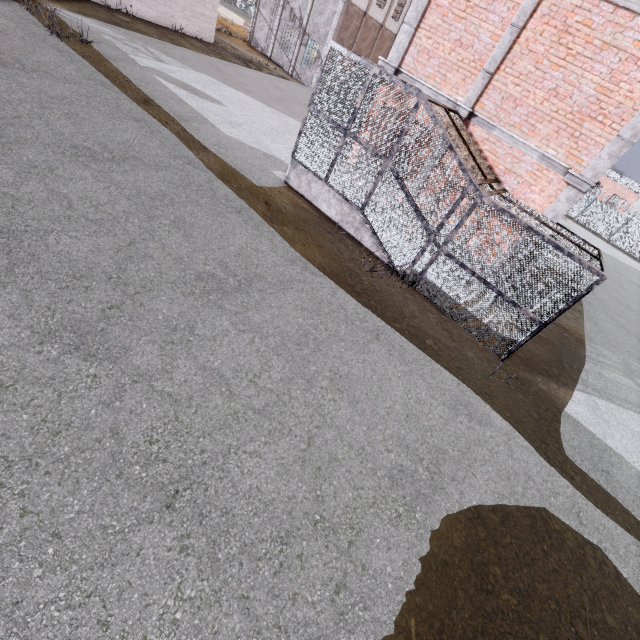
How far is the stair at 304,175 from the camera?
9.43m

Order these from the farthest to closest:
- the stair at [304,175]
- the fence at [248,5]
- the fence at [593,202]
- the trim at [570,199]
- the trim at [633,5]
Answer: the fence at [593,202], the fence at [248,5], the stair at [304,175], the trim at [570,199], the trim at [633,5]

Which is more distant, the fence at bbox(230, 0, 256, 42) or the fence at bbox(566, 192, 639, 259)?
the fence at bbox(566, 192, 639, 259)

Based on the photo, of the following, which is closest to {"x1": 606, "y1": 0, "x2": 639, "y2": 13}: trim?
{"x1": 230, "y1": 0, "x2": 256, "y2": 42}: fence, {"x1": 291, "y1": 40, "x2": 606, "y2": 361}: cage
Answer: {"x1": 291, "y1": 40, "x2": 606, "y2": 361}: cage

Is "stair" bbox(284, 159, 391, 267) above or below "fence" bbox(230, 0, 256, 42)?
below

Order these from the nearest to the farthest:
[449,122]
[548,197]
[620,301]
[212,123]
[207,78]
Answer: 1. [449,122]
2. [548,197]
3. [212,123]
4. [207,78]
5. [620,301]

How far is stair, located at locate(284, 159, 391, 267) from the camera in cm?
A: 943
